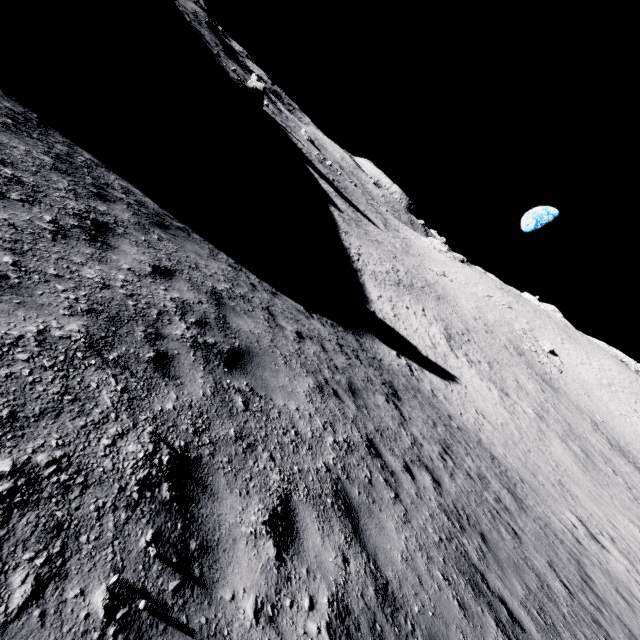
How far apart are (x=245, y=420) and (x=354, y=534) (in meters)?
1.73
